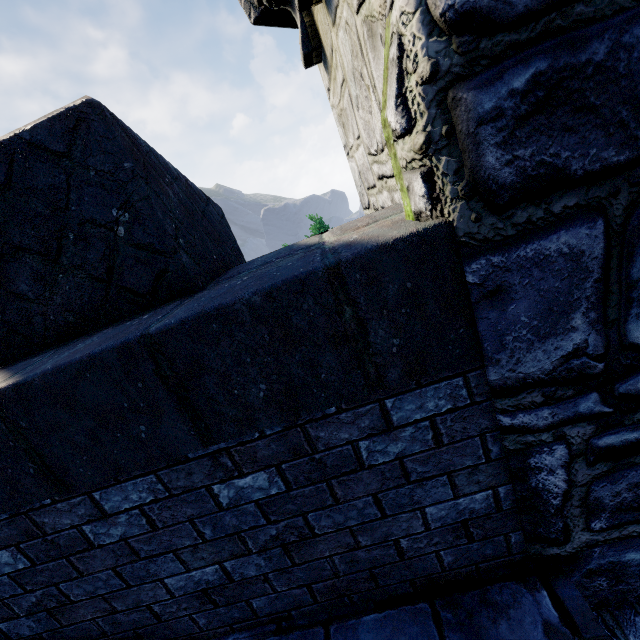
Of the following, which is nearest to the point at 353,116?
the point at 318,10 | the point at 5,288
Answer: the point at 318,10
